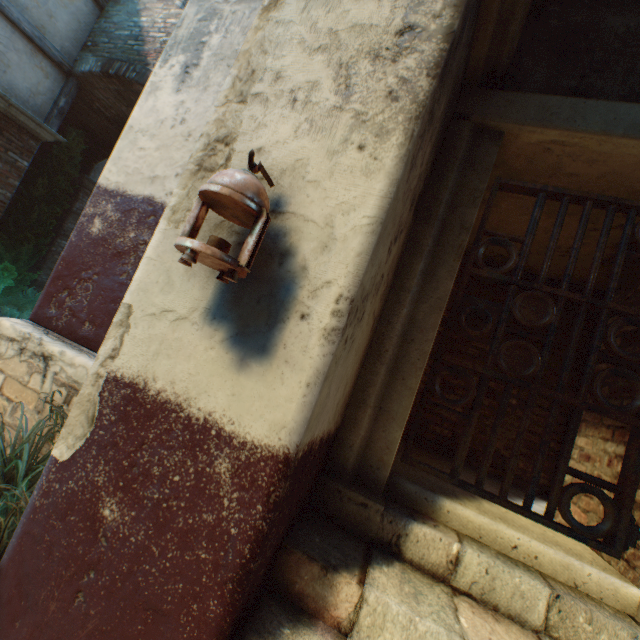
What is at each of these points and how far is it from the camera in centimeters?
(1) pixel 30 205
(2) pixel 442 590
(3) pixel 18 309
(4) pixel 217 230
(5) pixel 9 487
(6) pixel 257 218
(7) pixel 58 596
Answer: (1) tree, 743cm
(2) stairs, 153cm
(3) plants, 786cm
(4) building, 142cm
(5) plants, 136cm
(6) lantern, 113cm
(7) building, 123cm

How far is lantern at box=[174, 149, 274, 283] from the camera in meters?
1.1 m

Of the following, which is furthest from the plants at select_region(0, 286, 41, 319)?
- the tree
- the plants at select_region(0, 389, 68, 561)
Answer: the plants at select_region(0, 389, 68, 561)

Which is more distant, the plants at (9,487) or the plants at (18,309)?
the plants at (18,309)

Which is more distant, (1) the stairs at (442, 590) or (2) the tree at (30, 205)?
(2) the tree at (30, 205)

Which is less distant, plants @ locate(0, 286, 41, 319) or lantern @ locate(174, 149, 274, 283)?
lantern @ locate(174, 149, 274, 283)

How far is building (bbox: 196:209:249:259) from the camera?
1.37m

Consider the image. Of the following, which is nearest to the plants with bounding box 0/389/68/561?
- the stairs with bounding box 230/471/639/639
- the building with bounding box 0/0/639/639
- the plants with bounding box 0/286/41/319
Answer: the building with bounding box 0/0/639/639
